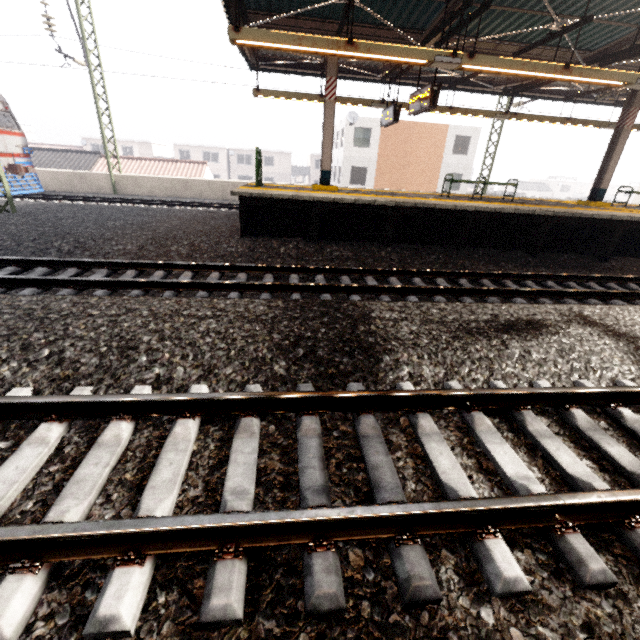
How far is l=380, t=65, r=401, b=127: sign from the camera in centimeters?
1028cm

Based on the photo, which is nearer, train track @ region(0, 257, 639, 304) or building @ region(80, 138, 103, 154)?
train track @ region(0, 257, 639, 304)

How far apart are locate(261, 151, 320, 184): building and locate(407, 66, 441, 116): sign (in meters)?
45.80

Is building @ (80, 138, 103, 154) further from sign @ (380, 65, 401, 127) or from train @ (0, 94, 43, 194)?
sign @ (380, 65, 401, 127)

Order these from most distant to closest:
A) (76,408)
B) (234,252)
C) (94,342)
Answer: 1. (234,252)
2. (94,342)
3. (76,408)

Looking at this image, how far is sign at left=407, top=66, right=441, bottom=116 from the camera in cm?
775

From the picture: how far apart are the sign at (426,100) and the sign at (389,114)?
1.3 meters

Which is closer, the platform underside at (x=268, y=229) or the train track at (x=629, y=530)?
the train track at (x=629, y=530)
